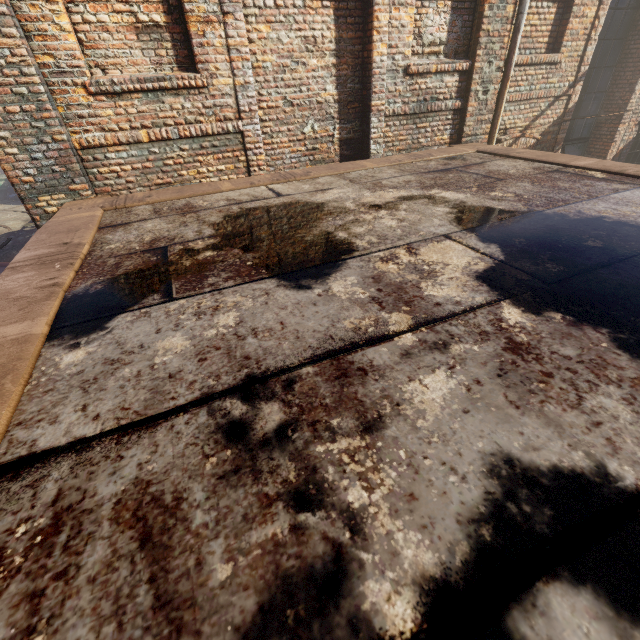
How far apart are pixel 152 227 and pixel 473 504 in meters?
3.6 m
